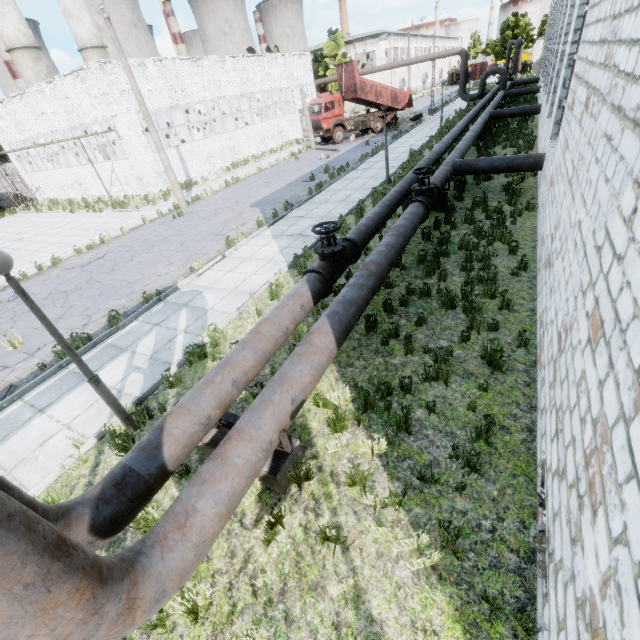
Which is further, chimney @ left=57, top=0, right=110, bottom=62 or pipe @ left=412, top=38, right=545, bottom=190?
chimney @ left=57, top=0, right=110, bottom=62

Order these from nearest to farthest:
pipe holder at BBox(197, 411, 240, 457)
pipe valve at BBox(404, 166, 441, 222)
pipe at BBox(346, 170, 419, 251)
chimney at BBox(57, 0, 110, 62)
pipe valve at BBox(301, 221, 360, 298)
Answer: pipe holder at BBox(197, 411, 240, 457)
pipe valve at BBox(301, 221, 360, 298)
pipe at BBox(346, 170, 419, 251)
pipe valve at BBox(404, 166, 441, 222)
chimney at BBox(57, 0, 110, 62)

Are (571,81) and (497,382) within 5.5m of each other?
no

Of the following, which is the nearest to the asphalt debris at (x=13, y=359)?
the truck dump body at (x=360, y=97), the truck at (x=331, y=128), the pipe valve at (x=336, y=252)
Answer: the pipe valve at (x=336, y=252)

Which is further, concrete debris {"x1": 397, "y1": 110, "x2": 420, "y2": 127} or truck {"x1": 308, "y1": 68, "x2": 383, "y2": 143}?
concrete debris {"x1": 397, "y1": 110, "x2": 420, "y2": 127}

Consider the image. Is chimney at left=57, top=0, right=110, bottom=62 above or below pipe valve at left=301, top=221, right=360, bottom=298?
above

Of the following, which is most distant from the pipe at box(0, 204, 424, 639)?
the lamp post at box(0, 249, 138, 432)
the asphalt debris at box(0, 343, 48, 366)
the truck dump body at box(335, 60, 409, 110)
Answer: the truck dump body at box(335, 60, 409, 110)

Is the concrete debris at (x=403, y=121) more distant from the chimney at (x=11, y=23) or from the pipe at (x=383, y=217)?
the chimney at (x=11, y=23)
